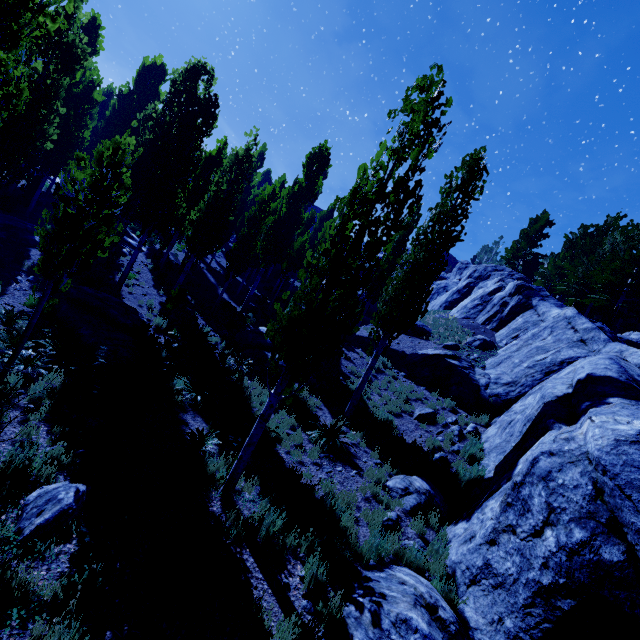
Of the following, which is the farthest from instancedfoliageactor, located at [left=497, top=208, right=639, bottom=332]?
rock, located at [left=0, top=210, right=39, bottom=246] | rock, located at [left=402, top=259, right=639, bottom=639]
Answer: rock, located at [left=0, top=210, right=39, bottom=246]

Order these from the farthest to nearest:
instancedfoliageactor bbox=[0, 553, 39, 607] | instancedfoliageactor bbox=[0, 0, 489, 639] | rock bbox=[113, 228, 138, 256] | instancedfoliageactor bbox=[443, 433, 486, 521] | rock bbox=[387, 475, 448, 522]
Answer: rock bbox=[113, 228, 138, 256] → instancedfoliageactor bbox=[443, 433, 486, 521] → rock bbox=[387, 475, 448, 522] → instancedfoliageactor bbox=[0, 0, 489, 639] → instancedfoliageactor bbox=[0, 553, 39, 607]

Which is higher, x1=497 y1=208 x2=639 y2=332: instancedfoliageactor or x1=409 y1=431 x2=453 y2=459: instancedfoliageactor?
x1=497 y1=208 x2=639 y2=332: instancedfoliageactor

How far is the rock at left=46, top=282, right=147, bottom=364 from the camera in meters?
10.5 m

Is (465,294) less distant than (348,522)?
No

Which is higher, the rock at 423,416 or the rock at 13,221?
the rock at 423,416

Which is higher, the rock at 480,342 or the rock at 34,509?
the rock at 480,342

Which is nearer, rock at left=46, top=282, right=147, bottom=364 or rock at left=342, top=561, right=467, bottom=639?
rock at left=342, top=561, right=467, bottom=639
